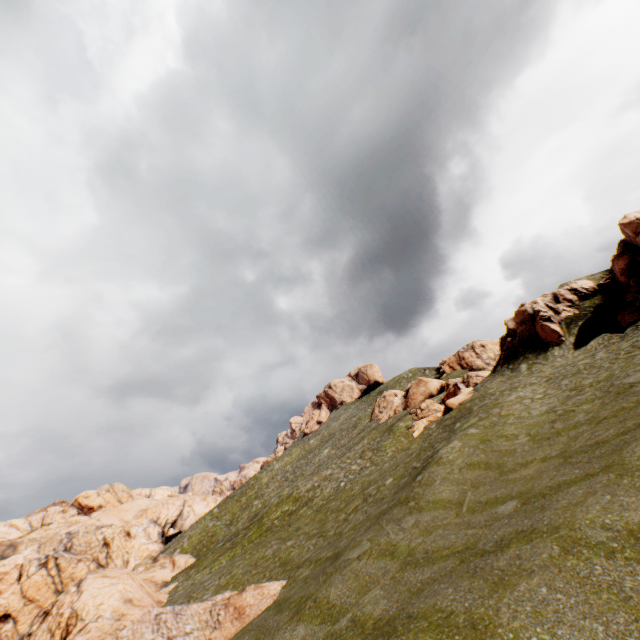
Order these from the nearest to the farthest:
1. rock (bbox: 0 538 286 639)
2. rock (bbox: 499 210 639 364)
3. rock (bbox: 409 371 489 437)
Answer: rock (bbox: 0 538 286 639), rock (bbox: 499 210 639 364), rock (bbox: 409 371 489 437)

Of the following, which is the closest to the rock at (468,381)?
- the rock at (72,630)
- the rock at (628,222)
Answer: the rock at (628,222)

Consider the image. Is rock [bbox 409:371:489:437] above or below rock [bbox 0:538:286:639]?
above

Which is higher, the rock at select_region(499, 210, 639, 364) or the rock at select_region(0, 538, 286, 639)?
the rock at select_region(499, 210, 639, 364)

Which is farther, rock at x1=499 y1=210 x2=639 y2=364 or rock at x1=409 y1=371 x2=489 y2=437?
rock at x1=409 y1=371 x2=489 y2=437

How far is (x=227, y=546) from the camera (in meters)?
44.81

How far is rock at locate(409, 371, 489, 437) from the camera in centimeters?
3284cm
